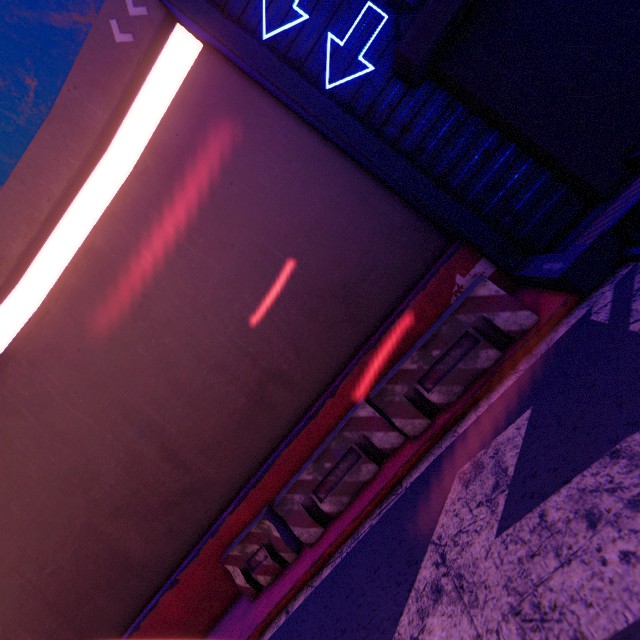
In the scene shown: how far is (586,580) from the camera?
2.0m

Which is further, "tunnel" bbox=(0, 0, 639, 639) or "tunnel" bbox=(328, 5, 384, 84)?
"tunnel" bbox=(328, 5, 384, 84)

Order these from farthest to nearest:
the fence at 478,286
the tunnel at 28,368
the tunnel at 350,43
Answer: the tunnel at 350,43 < the fence at 478,286 < the tunnel at 28,368

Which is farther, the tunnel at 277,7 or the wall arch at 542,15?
the tunnel at 277,7

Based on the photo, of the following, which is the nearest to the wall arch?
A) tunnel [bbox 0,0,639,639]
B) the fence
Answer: tunnel [bbox 0,0,639,639]

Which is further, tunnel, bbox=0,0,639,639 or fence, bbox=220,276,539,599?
fence, bbox=220,276,539,599

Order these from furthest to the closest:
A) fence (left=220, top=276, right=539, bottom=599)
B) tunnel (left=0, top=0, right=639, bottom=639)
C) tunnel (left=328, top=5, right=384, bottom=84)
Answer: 1. tunnel (left=328, top=5, right=384, bottom=84)
2. fence (left=220, top=276, right=539, bottom=599)
3. tunnel (left=0, top=0, right=639, bottom=639)
